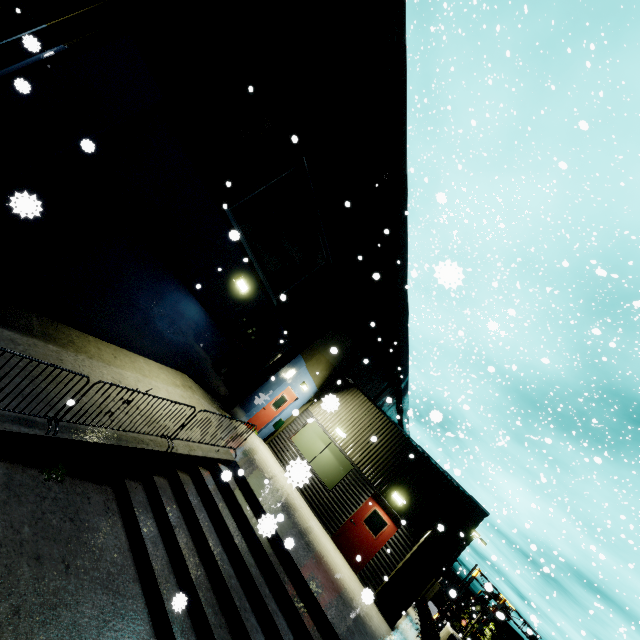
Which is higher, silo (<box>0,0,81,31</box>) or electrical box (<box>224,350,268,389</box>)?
silo (<box>0,0,81,31</box>)

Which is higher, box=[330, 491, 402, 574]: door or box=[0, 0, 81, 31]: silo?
box=[0, 0, 81, 31]: silo

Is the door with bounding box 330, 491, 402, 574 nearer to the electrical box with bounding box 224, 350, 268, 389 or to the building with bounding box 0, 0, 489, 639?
the building with bounding box 0, 0, 489, 639

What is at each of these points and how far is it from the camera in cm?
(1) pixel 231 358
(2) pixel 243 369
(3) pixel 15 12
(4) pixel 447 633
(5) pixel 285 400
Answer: (1) electrical box, 1094
(2) electrical box, 1164
(3) silo, 1844
(4) concrete block, 1208
(5) door, 1477

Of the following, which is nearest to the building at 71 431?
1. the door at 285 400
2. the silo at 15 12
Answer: the door at 285 400

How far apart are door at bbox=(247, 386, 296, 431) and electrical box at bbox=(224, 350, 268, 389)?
2.01m

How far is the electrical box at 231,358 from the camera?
10.8 meters

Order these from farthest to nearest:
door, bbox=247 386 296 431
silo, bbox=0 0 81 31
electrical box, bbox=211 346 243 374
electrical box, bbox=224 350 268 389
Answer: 1. silo, bbox=0 0 81 31
2. door, bbox=247 386 296 431
3. electrical box, bbox=224 350 268 389
4. electrical box, bbox=211 346 243 374
